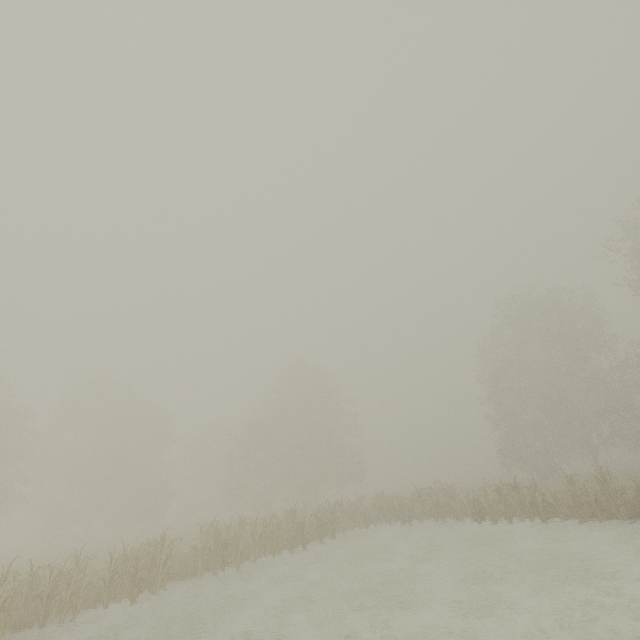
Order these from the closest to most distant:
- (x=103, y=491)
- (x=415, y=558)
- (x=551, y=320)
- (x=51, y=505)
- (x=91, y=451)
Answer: (x=415, y=558) → (x=551, y=320) → (x=51, y=505) → (x=103, y=491) → (x=91, y=451)
